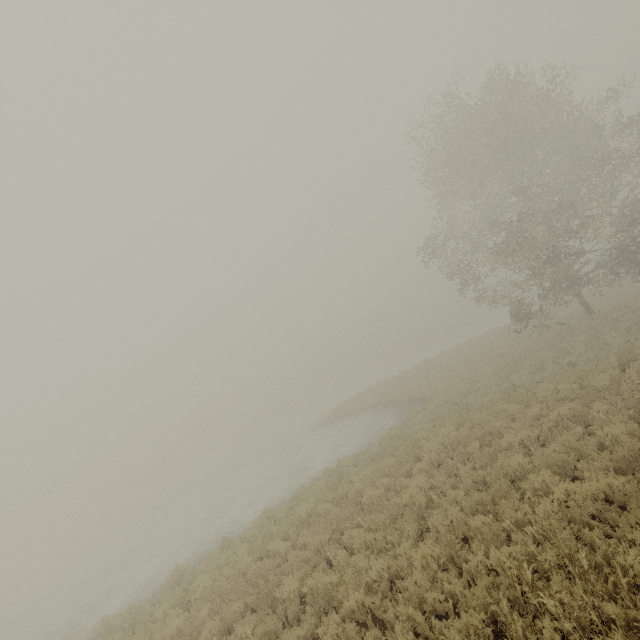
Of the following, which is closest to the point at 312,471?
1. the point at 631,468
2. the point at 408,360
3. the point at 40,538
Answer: the point at 631,468
